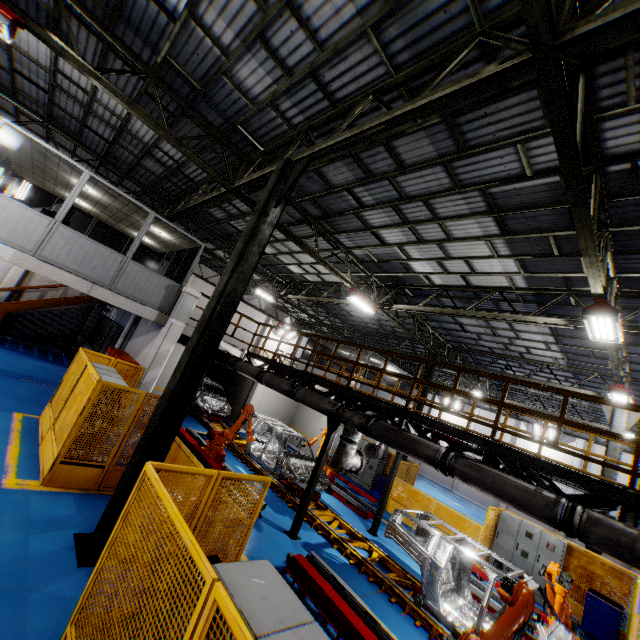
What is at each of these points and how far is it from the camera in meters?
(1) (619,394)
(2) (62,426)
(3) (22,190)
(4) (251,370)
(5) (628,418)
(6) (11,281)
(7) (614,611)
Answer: (1) light, 11.3
(2) metal panel, 7.3
(3) light, 16.7
(4) vent pipe, 12.0
(5) metal pole, 12.8
(6) cement column, 17.2
(7) toolbox, 9.7

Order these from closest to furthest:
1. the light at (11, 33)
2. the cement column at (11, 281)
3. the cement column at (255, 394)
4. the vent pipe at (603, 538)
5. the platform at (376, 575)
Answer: A: the vent pipe at (603, 538) < the light at (11, 33) < the platform at (376, 575) < the cement column at (11, 281) < the cement column at (255, 394)

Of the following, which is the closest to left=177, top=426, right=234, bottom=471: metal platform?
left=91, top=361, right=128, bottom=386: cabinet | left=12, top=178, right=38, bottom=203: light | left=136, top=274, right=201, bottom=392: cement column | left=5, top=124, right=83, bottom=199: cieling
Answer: left=136, top=274, right=201, bottom=392: cement column

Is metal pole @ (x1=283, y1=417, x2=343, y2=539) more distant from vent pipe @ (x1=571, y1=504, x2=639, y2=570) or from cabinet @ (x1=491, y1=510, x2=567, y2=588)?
cabinet @ (x1=491, y1=510, x2=567, y2=588)

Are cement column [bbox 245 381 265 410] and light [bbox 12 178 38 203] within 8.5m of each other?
no

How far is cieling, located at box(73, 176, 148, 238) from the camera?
10.6 meters

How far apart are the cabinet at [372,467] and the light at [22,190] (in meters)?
21.85

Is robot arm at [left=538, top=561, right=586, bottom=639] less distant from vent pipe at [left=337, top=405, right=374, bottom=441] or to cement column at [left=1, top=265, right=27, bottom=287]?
vent pipe at [left=337, top=405, right=374, bottom=441]
